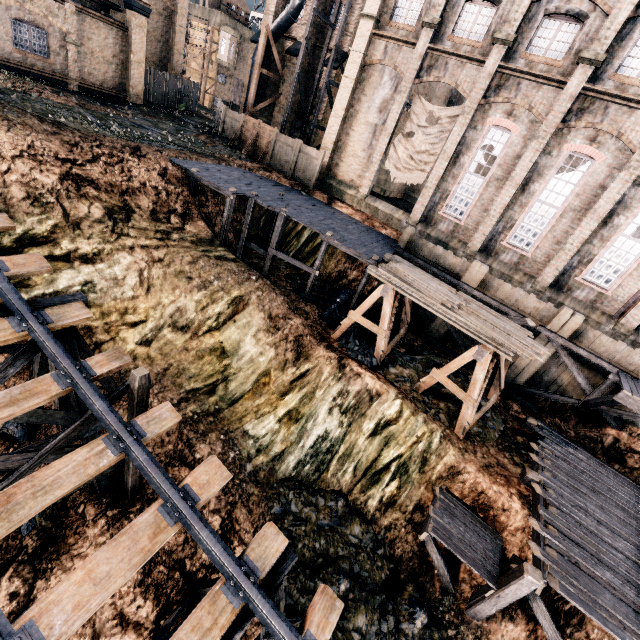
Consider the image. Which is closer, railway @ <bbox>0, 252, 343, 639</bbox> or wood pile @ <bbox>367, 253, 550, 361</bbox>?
railway @ <bbox>0, 252, 343, 639</bbox>

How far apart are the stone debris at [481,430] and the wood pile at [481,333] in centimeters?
350cm

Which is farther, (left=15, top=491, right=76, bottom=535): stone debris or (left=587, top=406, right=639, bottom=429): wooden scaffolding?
(left=587, top=406, right=639, bottom=429): wooden scaffolding

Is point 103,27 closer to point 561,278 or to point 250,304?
point 250,304

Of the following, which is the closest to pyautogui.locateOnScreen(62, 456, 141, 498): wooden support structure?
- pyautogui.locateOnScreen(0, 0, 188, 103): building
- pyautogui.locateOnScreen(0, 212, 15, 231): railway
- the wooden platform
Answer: pyautogui.locateOnScreen(0, 212, 15, 231): railway

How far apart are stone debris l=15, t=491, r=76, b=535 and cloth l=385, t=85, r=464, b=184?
23.5m

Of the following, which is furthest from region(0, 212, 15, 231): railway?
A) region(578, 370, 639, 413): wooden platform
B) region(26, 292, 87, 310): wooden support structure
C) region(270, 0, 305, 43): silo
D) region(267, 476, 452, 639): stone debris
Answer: region(270, 0, 305, 43): silo

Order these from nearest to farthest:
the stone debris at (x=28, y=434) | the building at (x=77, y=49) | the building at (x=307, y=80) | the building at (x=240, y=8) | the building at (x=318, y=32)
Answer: the stone debris at (x=28, y=434), the building at (x=77, y=49), the building at (x=318, y=32), the building at (x=307, y=80), the building at (x=240, y=8)
